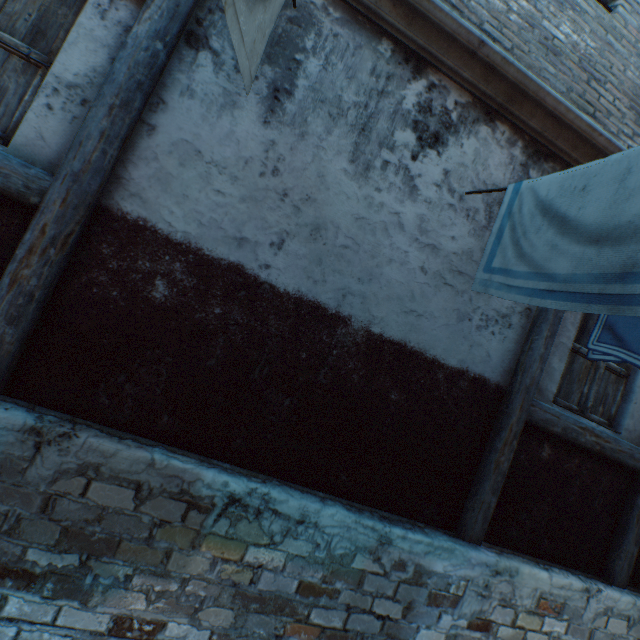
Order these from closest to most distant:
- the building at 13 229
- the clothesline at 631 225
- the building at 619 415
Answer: the clothesline at 631 225, the building at 13 229, the building at 619 415

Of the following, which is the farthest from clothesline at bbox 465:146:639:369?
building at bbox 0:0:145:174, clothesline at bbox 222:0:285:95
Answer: clothesline at bbox 222:0:285:95

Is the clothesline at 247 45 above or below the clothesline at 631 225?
above

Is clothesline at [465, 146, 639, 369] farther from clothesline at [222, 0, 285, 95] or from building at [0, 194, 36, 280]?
clothesline at [222, 0, 285, 95]

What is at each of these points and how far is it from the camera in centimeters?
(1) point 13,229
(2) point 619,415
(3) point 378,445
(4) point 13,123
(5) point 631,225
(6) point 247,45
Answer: (1) building, 209cm
(2) building, 356cm
(3) building, 277cm
(4) building, 216cm
(5) clothesline, 128cm
(6) clothesline, 192cm

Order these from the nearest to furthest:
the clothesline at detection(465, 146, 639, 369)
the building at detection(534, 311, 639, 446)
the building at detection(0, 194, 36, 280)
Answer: the clothesline at detection(465, 146, 639, 369) < the building at detection(0, 194, 36, 280) < the building at detection(534, 311, 639, 446)
